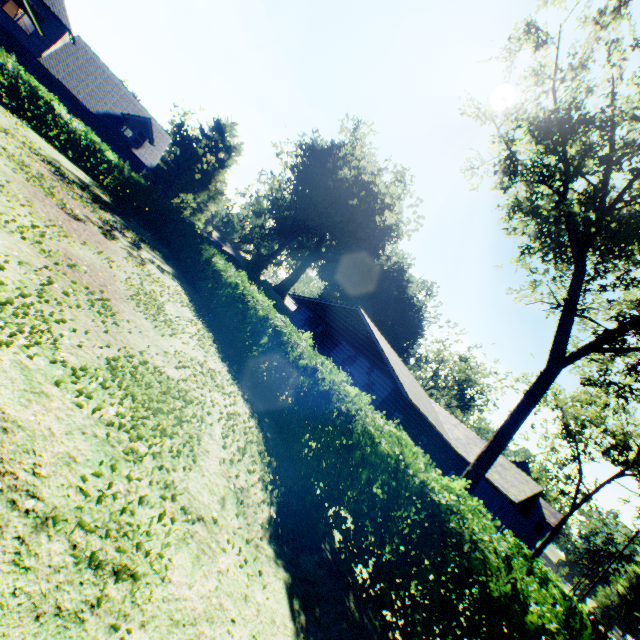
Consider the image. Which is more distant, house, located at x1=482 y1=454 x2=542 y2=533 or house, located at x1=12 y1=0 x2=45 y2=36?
house, located at x1=482 y1=454 x2=542 y2=533

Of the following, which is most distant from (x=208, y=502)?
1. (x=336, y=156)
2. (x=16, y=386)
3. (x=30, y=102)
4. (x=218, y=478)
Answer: (x=336, y=156)

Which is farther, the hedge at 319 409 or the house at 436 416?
the house at 436 416

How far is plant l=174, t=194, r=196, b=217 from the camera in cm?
4234

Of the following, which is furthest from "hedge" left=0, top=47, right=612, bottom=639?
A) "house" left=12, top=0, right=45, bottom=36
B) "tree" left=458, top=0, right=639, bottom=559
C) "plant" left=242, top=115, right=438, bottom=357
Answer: "plant" left=242, top=115, right=438, bottom=357

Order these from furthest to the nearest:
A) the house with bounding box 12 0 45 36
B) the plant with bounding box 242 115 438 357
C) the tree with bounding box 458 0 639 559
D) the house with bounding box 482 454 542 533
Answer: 1. the plant with bounding box 242 115 438 357
2. the house with bounding box 482 454 542 533
3. the tree with bounding box 458 0 639 559
4. the house with bounding box 12 0 45 36

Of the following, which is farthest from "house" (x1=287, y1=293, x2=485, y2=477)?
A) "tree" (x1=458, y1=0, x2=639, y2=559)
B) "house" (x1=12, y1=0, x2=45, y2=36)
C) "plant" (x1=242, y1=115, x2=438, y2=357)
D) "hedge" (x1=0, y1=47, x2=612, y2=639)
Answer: "house" (x1=12, y1=0, x2=45, y2=36)

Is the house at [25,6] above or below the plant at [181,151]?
below
